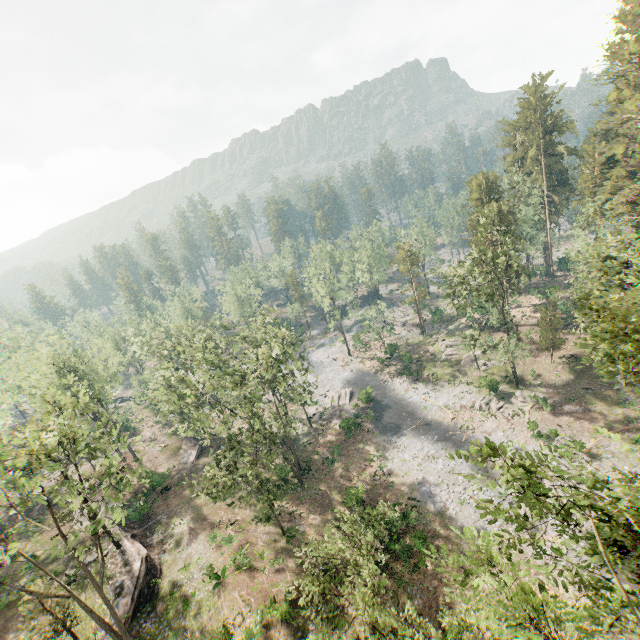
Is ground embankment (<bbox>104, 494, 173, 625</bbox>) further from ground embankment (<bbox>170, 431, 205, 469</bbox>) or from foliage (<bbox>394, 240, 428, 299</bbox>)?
ground embankment (<bbox>170, 431, 205, 469</bbox>)

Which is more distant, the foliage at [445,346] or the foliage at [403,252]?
the foliage at [403,252]

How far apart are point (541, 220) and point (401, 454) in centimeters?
4879cm

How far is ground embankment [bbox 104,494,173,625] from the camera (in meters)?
24.84

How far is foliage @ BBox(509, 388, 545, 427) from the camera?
36.6 meters

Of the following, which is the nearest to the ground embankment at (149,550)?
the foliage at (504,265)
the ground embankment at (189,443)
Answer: the foliage at (504,265)

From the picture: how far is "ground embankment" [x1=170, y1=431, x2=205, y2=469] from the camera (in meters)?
42.62
